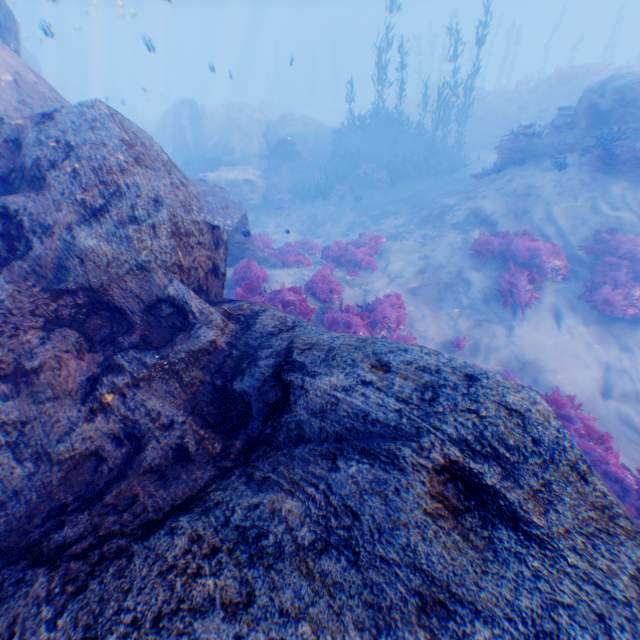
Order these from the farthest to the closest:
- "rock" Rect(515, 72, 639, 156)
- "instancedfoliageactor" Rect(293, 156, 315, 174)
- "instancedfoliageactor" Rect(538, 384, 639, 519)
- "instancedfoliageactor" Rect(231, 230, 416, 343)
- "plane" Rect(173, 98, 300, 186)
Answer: "instancedfoliageactor" Rect(293, 156, 315, 174) → "plane" Rect(173, 98, 300, 186) → "rock" Rect(515, 72, 639, 156) → "instancedfoliageactor" Rect(231, 230, 416, 343) → "instancedfoliageactor" Rect(538, 384, 639, 519)

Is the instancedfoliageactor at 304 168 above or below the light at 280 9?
below

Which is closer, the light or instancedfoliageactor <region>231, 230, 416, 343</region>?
instancedfoliageactor <region>231, 230, 416, 343</region>

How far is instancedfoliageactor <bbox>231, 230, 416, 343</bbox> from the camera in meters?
8.0 m

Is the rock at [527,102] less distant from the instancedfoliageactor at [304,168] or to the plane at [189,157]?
the instancedfoliageactor at [304,168]

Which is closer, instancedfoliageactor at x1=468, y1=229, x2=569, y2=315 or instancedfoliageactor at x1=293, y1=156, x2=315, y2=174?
instancedfoliageactor at x1=468, y1=229, x2=569, y2=315

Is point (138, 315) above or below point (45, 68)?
below

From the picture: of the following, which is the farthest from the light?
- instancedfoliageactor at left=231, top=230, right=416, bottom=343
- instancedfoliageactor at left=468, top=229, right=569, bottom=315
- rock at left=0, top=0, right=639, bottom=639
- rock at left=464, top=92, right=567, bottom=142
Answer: rock at left=464, top=92, right=567, bottom=142
